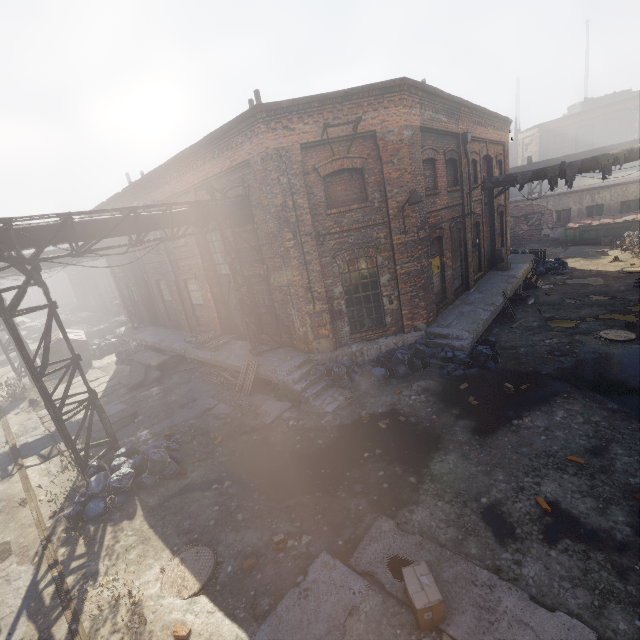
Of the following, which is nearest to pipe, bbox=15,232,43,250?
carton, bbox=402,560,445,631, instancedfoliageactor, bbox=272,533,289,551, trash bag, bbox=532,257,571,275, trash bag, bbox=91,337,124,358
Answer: trash bag, bbox=91,337,124,358

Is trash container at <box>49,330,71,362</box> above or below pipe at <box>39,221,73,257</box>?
below

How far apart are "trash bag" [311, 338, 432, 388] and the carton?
5.78m

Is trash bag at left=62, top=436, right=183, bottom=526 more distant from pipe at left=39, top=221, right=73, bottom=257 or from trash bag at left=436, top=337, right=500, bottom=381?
trash bag at left=436, top=337, right=500, bottom=381

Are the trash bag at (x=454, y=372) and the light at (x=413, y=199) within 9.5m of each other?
yes

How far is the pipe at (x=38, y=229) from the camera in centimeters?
698cm

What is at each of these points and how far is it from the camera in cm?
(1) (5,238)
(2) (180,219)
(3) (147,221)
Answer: (1) pipe, 674
(2) pipe, 947
(3) pipe, 877

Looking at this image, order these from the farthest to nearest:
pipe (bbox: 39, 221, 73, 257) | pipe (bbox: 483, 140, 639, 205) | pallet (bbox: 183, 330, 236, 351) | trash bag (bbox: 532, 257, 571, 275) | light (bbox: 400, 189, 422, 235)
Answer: trash bag (bbox: 532, 257, 571, 275) < pallet (bbox: 183, 330, 236, 351) < pipe (bbox: 483, 140, 639, 205) < light (bbox: 400, 189, 422, 235) < pipe (bbox: 39, 221, 73, 257)
